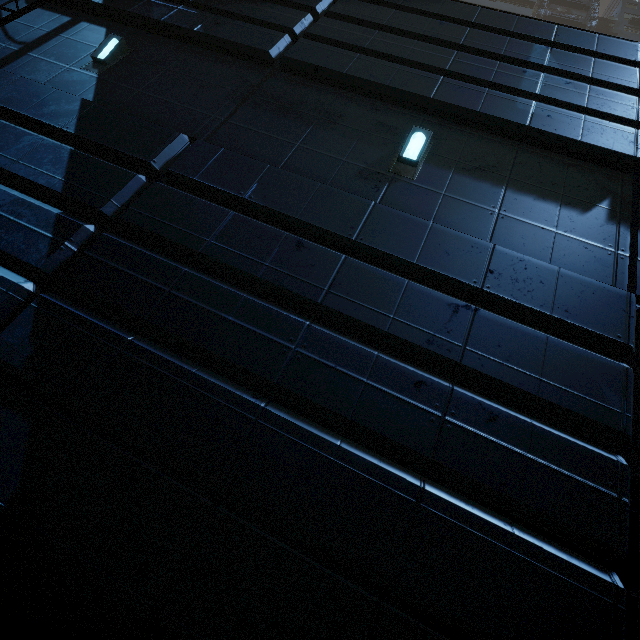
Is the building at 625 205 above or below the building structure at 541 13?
below

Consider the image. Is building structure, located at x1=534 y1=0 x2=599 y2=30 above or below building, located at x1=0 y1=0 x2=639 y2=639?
above

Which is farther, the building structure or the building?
the building structure

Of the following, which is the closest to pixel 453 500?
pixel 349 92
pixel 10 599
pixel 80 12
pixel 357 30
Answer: pixel 10 599

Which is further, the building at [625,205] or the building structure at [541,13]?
the building structure at [541,13]
